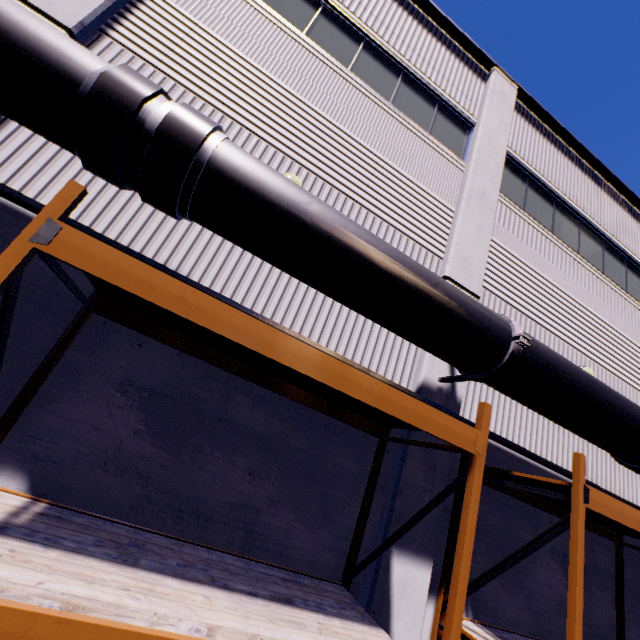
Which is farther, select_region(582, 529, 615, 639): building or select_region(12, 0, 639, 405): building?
select_region(582, 529, 615, 639): building

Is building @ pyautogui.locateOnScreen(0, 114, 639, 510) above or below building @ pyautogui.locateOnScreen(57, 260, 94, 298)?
above

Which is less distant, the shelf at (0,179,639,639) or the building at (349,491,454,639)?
the shelf at (0,179,639,639)

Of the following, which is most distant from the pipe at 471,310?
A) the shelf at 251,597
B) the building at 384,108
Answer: the shelf at 251,597

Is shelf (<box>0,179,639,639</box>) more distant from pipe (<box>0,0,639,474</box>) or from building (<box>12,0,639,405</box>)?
pipe (<box>0,0,639,474</box>)

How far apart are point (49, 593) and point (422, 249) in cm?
674

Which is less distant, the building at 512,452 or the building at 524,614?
the building at 512,452
